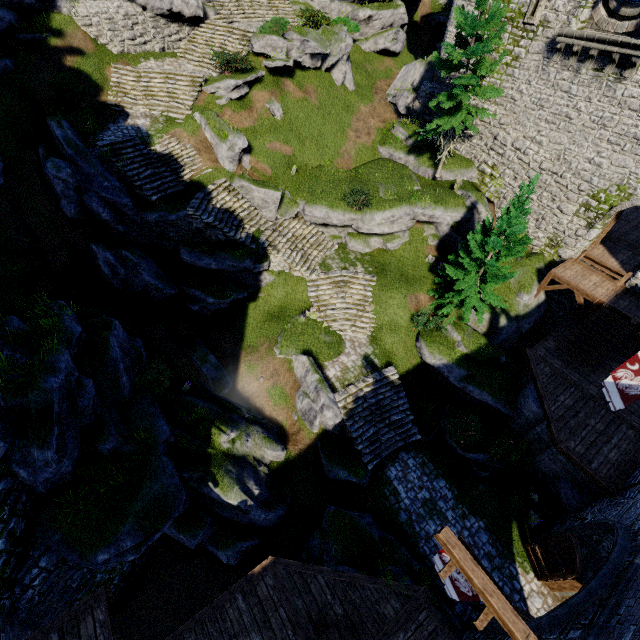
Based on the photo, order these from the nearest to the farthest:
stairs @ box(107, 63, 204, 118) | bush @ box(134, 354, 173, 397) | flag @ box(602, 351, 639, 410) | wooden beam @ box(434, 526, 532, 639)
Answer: wooden beam @ box(434, 526, 532, 639) → flag @ box(602, 351, 639, 410) → bush @ box(134, 354, 173, 397) → stairs @ box(107, 63, 204, 118)

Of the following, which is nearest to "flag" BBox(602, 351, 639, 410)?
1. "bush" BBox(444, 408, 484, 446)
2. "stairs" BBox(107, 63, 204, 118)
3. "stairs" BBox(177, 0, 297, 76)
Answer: "bush" BBox(444, 408, 484, 446)

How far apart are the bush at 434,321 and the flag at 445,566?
12.1 meters

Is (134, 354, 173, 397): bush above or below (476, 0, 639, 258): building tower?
below

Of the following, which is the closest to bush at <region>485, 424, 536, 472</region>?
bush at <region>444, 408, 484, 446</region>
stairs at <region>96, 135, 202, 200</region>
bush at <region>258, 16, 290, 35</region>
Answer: bush at <region>444, 408, 484, 446</region>

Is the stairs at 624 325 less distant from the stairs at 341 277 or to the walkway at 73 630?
the stairs at 341 277

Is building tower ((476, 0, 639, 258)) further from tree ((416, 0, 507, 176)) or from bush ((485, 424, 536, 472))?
bush ((485, 424, 536, 472))

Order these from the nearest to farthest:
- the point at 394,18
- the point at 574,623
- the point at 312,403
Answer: the point at 574,623 < the point at 312,403 < the point at 394,18
